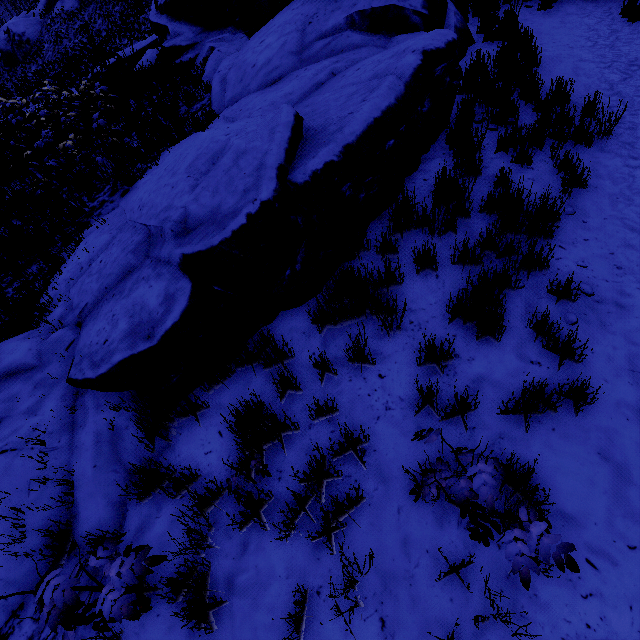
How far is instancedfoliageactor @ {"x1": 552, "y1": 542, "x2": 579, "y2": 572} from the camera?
1.6 meters

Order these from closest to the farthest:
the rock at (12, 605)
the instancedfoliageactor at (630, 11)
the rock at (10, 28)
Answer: the rock at (12, 605) → the instancedfoliageactor at (630, 11) → the rock at (10, 28)

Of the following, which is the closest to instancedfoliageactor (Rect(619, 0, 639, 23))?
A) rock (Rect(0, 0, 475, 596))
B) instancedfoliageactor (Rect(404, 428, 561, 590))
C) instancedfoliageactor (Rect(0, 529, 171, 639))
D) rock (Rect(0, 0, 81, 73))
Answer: rock (Rect(0, 0, 475, 596))

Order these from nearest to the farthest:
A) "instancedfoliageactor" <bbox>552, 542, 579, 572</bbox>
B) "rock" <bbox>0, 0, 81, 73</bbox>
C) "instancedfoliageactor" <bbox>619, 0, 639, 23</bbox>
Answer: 1. "instancedfoliageactor" <bbox>552, 542, 579, 572</bbox>
2. "instancedfoliageactor" <bbox>619, 0, 639, 23</bbox>
3. "rock" <bbox>0, 0, 81, 73</bbox>

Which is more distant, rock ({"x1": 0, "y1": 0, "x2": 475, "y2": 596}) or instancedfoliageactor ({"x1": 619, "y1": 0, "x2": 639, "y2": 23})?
instancedfoliageactor ({"x1": 619, "y1": 0, "x2": 639, "y2": 23})

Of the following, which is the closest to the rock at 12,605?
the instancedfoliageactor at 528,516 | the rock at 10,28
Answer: the instancedfoliageactor at 528,516

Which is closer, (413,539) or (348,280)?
(413,539)
